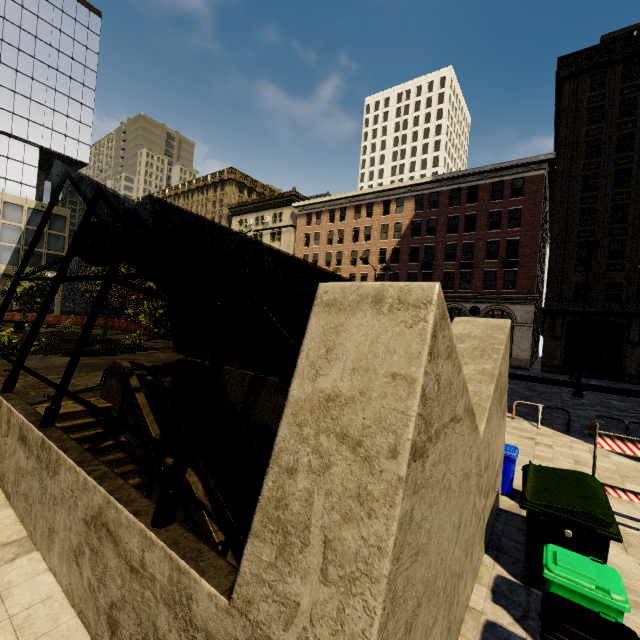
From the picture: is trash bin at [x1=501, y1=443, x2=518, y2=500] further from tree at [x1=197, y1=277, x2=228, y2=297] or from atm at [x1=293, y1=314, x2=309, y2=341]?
atm at [x1=293, y1=314, x2=309, y2=341]

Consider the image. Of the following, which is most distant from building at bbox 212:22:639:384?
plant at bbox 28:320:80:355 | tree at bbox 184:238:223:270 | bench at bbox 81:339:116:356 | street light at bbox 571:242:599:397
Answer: plant at bbox 28:320:80:355

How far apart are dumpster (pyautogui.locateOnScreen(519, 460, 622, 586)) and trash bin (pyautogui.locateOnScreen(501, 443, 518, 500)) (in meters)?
1.02

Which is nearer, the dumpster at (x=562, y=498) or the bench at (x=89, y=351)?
the dumpster at (x=562, y=498)

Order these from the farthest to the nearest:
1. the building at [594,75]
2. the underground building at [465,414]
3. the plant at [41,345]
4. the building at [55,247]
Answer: the building at [55,247] < the building at [594,75] < the plant at [41,345] < the underground building at [465,414]

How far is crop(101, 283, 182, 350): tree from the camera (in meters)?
12.72

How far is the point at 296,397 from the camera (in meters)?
2.11

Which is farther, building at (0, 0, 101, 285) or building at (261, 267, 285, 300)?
building at (261, 267, 285, 300)
